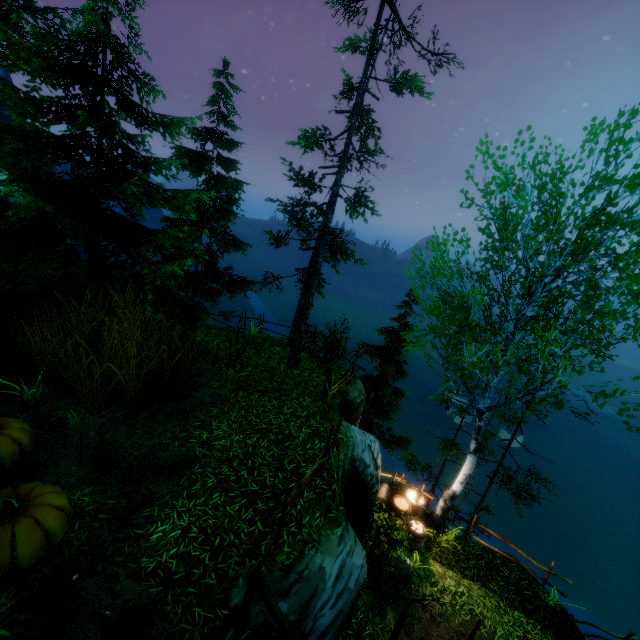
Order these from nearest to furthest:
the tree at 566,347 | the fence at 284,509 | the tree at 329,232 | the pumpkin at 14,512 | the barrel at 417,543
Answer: the pumpkin at 14,512
the fence at 284,509
the tree at 566,347
the tree at 329,232
the barrel at 417,543

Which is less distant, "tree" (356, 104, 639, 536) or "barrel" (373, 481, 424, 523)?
"tree" (356, 104, 639, 536)

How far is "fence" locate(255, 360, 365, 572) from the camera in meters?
5.3 m

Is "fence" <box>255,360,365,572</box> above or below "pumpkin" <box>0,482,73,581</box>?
above

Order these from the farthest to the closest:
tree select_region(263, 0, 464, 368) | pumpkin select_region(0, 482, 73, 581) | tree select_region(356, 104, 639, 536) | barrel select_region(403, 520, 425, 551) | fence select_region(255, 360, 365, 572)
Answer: barrel select_region(403, 520, 425, 551)
tree select_region(263, 0, 464, 368)
tree select_region(356, 104, 639, 536)
fence select_region(255, 360, 365, 572)
pumpkin select_region(0, 482, 73, 581)

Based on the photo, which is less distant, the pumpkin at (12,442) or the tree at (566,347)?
the pumpkin at (12,442)

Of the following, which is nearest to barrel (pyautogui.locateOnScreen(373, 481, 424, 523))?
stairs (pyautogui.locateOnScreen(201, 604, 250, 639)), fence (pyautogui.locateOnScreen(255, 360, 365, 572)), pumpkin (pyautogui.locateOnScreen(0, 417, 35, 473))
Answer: fence (pyautogui.locateOnScreen(255, 360, 365, 572))

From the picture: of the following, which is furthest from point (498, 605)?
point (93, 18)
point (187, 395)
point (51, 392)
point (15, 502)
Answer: point (93, 18)
